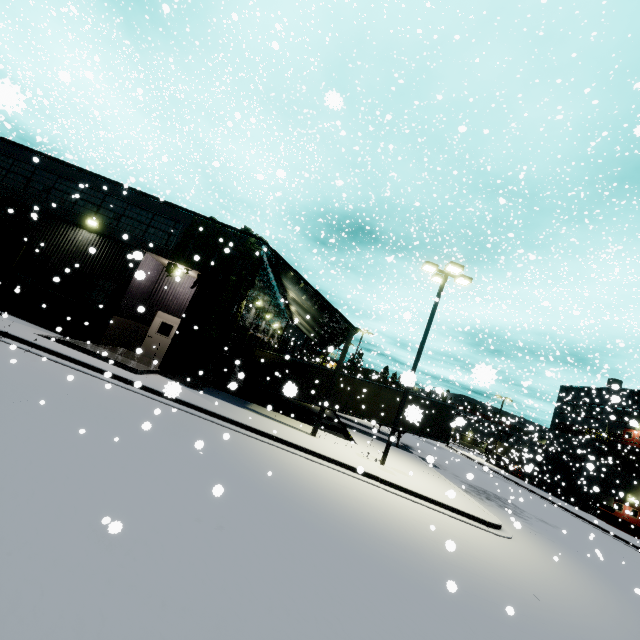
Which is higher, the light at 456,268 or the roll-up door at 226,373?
the light at 456,268

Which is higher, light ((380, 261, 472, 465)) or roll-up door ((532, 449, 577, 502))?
light ((380, 261, 472, 465))

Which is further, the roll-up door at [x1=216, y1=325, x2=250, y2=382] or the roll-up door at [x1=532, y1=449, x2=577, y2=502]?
Answer: the roll-up door at [x1=532, y1=449, x2=577, y2=502]

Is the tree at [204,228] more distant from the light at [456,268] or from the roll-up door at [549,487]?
the roll-up door at [549,487]

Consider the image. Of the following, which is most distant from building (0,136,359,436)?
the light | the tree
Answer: the light

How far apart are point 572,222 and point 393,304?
31.7m

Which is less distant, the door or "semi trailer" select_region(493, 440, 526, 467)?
the door

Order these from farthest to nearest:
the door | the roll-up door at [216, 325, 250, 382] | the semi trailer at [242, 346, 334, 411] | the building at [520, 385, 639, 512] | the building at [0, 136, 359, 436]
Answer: the building at [520, 385, 639, 512] < the semi trailer at [242, 346, 334, 411] < the roll-up door at [216, 325, 250, 382] < the door < the building at [0, 136, 359, 436]
